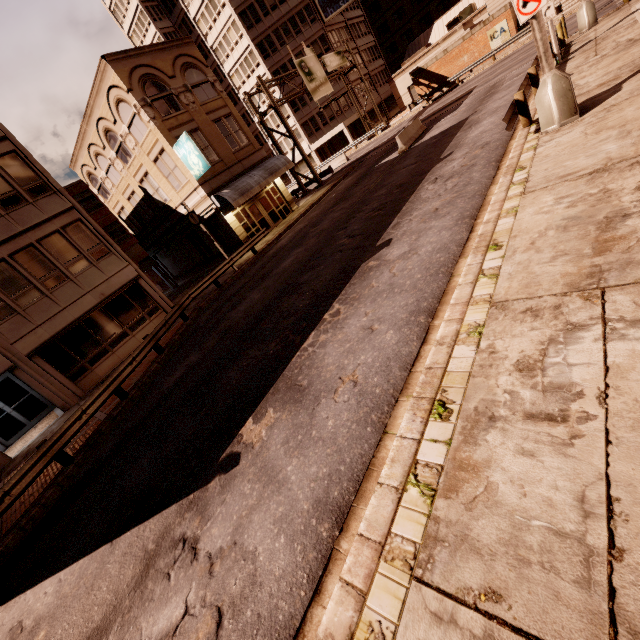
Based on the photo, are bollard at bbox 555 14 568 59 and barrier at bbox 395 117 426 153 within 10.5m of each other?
yes

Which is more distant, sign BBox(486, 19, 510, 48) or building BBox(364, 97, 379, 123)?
building BBox(364, 97, 379, 123)

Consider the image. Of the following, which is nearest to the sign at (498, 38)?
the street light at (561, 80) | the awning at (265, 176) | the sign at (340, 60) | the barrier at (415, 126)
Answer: the sign at (340, 60)

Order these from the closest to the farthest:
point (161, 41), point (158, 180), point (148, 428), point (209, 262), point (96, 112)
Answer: point (148, 428) → point (96, 112) → point (158, 180) → point (209, 262) → point (161, 41)

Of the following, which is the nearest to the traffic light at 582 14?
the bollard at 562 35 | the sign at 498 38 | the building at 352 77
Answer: the bollard at 562 35

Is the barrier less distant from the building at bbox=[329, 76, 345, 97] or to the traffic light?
the traffic light

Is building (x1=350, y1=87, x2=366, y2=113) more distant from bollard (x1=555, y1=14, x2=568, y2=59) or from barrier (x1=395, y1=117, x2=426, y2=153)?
bollard (x1=555, y1=14, x2=568, y2=59)

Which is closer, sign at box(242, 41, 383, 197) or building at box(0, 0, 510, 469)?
building at box(0, 0, 510, 469)
